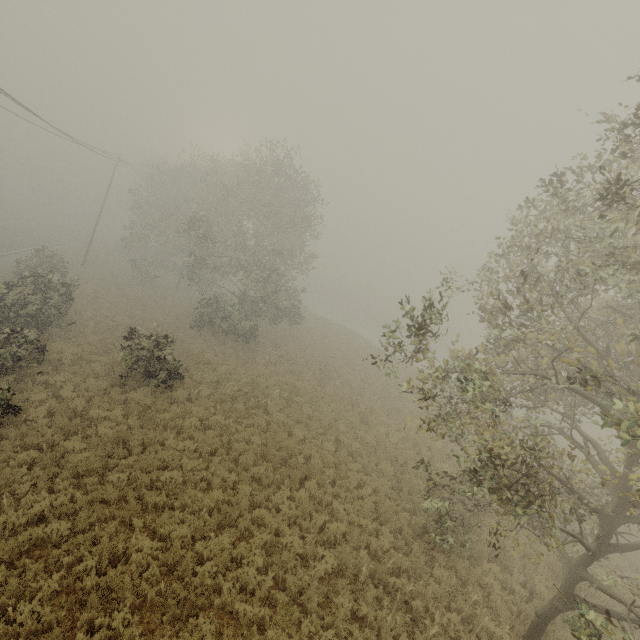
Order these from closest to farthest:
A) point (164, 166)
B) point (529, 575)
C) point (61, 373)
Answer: point (529, 575)
point (61, 373)
point (164, 166)

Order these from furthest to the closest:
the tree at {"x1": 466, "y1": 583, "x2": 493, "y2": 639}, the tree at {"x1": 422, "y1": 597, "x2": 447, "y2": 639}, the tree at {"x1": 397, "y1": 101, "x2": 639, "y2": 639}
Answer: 1. the tree at {"x1": 466, "y1": 583, "x2": 493, "y2": 639}
2. the tree at {"x1": 422, "y1": 597, "x2": 447, "y2": 639}
3. the tree at {"x1": 397, "y1": 101, "x2": 639, "y2": 639}

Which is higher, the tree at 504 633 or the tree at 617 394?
the tree at 617 394

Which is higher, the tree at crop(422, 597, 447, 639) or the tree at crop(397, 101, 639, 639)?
the tree at crop(397, 101, 639, 639)

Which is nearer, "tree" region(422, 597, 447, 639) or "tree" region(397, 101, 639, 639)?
"tree" region(397, 101, 639, 639)
